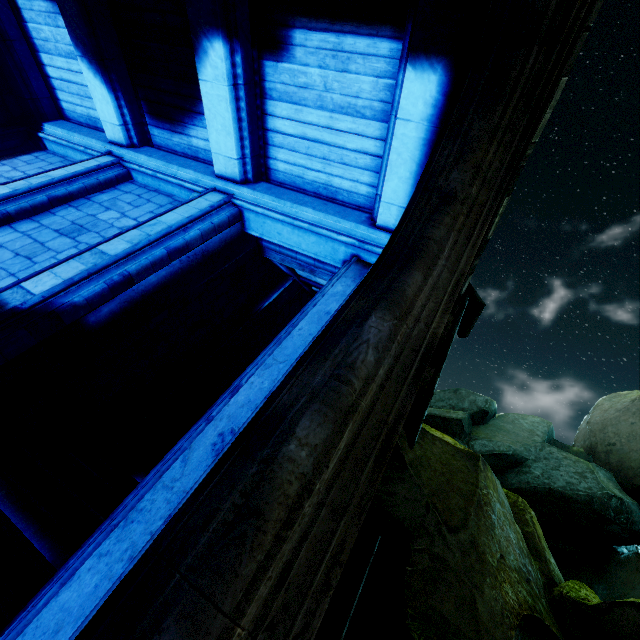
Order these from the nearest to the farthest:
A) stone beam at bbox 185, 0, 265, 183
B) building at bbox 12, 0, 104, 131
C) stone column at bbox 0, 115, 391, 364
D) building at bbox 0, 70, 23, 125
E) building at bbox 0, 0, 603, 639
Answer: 1. building at bbox 0, 0, 603, 639
2. stone column at bbox 0, 115, 391, 364
3. stone beam at bbox 185, 0, 265, 183
4. building at bbox 12, 0, 104, 131
5. building at bbox 0, 70, 23, 125

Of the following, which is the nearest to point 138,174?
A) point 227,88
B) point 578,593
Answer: point 227,88

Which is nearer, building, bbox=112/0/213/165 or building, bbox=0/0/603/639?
building, bbox=0/0/603/639

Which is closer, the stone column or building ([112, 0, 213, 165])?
the stone column

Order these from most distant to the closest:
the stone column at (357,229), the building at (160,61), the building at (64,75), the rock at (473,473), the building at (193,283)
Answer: the building at (64,75) < the building at (160,61) < the stone column at (357,229) < the rock at (473,473) < the building at (193,283)

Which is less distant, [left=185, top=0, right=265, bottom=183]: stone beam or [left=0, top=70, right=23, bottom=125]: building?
[left=185, top=0, right=265, bottom=183]: stone beam

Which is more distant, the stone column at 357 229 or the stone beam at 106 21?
the stone beam at 106 21
